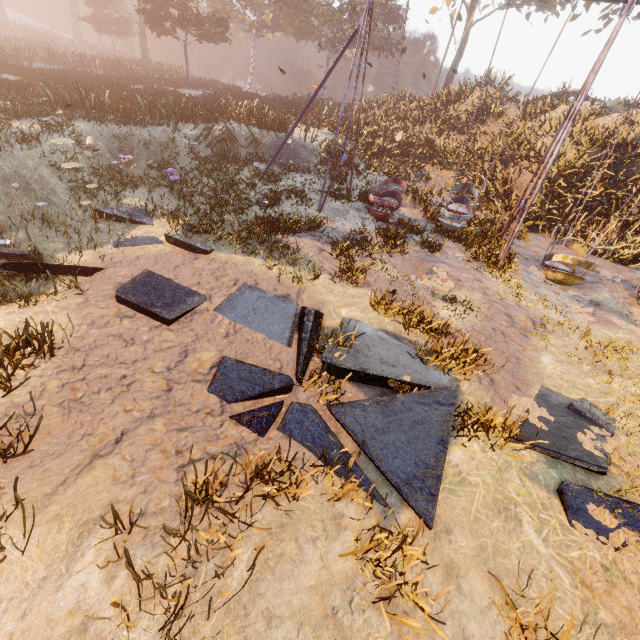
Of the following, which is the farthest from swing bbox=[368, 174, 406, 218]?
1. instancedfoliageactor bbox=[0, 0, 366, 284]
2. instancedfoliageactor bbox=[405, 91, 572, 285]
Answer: instancedfoliageactor bbox=[0, 0, 366, 284]

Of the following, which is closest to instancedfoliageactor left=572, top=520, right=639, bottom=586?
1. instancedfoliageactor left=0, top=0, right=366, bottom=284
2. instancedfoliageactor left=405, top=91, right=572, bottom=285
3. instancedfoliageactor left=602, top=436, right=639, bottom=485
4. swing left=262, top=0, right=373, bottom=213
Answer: instancedfoliageactor left=602, top=436, right=639, bottom=485

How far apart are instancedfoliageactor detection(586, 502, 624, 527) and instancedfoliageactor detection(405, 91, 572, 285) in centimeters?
1305cm

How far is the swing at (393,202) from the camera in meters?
11.0 m

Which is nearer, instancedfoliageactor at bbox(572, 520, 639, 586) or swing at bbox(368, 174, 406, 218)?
instancedfoliageactor at bbox(572, 520, 639, 586)

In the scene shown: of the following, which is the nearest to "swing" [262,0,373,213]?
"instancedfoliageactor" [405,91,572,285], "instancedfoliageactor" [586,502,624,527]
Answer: "instancedfoliageactor" [405,91,572,285]

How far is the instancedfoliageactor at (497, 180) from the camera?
10.0m

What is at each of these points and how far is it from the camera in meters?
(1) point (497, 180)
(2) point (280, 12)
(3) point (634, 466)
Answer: (1) instancedfoliageactor, 14.5 m
(2) instancedfoliageactor, 38.7 m
(3) instancedfoliageactor, 4.6 m
